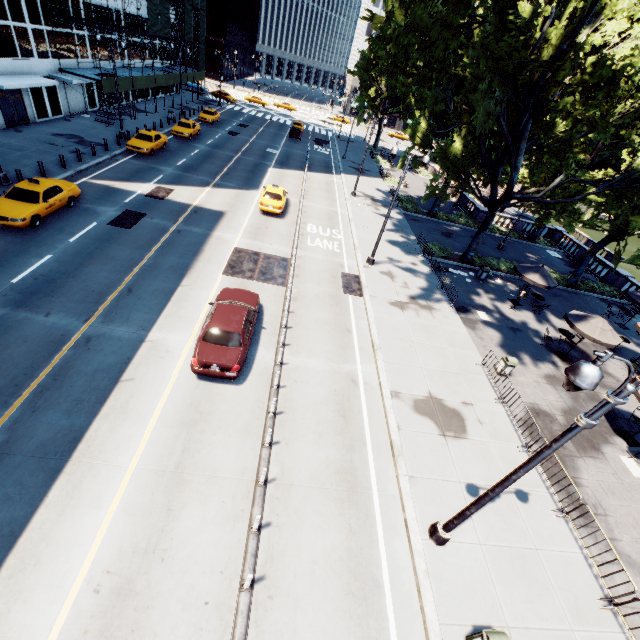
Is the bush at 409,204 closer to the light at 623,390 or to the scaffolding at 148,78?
the light at 623,390

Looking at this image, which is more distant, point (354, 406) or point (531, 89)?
point (531, 89)

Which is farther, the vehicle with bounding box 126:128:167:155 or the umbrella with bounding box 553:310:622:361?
the vehicle with bounding box 126:128:167:155

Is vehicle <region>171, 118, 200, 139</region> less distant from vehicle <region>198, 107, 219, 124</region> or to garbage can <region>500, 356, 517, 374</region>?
vehicle <region>198, 107, 219, 124</region>

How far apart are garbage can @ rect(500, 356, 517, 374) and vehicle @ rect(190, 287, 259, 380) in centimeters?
1201cm

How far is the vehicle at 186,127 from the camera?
34.25m

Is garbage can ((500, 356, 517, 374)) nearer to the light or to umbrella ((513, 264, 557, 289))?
umbrella ((513, 264, 557, 289))

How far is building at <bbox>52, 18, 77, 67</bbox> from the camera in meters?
28.3 m
